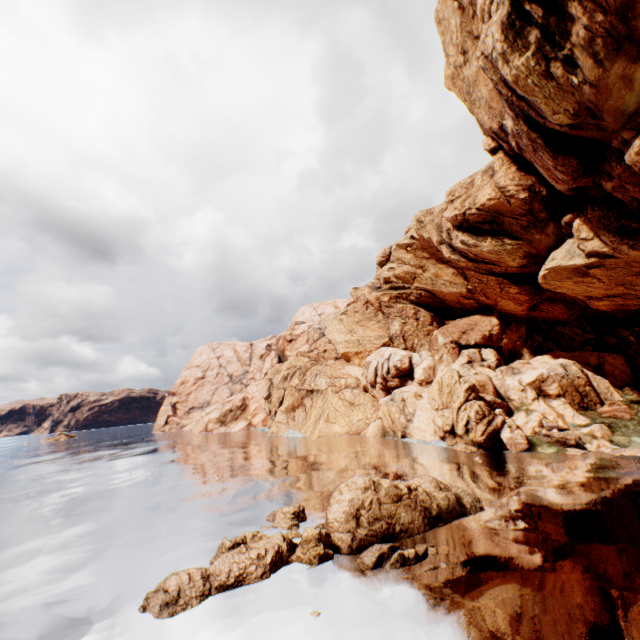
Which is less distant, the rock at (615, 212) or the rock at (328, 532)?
the rock at (328, 532)

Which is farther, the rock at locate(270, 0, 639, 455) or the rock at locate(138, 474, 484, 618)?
the rock at locate(270, 0, 639, 455)

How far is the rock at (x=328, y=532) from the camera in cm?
1220

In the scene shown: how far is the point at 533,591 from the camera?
10.8m

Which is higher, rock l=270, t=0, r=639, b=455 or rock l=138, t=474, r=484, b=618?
rock l=270, t=0, r=639, b=455

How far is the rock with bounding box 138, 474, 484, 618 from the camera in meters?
12.2 m
